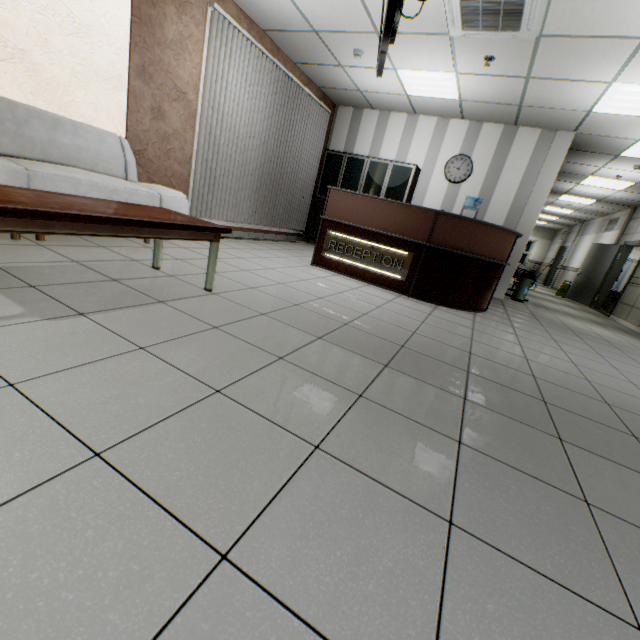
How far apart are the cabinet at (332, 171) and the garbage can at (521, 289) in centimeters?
283cm

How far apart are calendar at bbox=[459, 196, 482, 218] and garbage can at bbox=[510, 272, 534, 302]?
1.5 meters

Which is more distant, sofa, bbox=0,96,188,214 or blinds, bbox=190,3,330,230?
blinds, bbox=190,3,330,230

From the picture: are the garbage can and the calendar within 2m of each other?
yes

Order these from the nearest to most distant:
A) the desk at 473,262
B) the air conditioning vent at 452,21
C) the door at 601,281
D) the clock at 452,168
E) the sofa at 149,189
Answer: the sofa at 149,189
the air conditioning vent at 452,21
the desk at 473,262
the clock at 452,168
the door at 601,281

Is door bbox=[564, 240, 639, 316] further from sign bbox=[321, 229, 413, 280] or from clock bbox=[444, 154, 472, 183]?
sign bbox=[321, 229, 413, 280]

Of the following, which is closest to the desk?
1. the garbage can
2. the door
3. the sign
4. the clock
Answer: the sign

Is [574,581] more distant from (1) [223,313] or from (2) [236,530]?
(1) [223,313]
